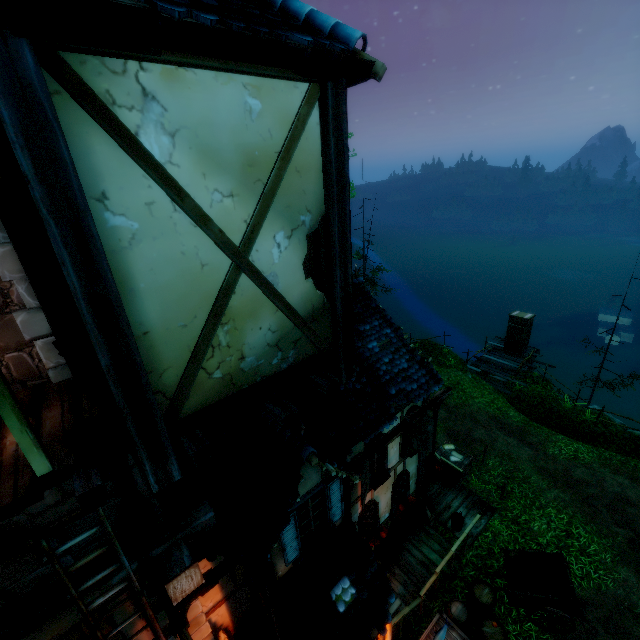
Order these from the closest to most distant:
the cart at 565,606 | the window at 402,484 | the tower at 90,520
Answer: the tower at 90,520, the cart at 565,606, the window at 402,484

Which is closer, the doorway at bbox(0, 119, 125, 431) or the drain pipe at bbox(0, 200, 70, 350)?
the doorway at bbox(0, 119, 125, 431)

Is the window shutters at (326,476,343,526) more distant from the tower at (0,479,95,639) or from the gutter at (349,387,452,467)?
the tower at (0,479,95,639)

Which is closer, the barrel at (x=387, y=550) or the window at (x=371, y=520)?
the window at (x=371, y=520)

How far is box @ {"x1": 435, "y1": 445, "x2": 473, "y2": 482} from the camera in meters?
12.1

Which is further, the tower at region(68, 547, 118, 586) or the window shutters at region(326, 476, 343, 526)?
the window shutters at region(326, 476, 343, 526)

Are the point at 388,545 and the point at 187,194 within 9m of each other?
no

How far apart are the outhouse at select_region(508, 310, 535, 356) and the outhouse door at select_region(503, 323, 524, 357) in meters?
0.0
